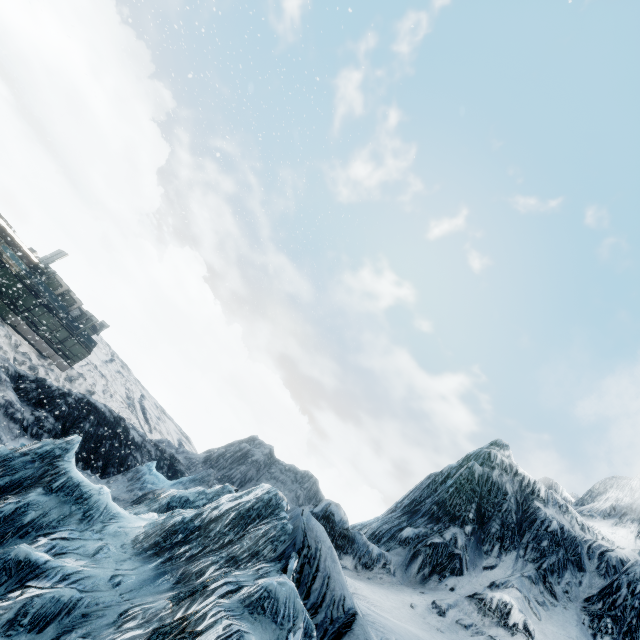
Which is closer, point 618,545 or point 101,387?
point 618,545
